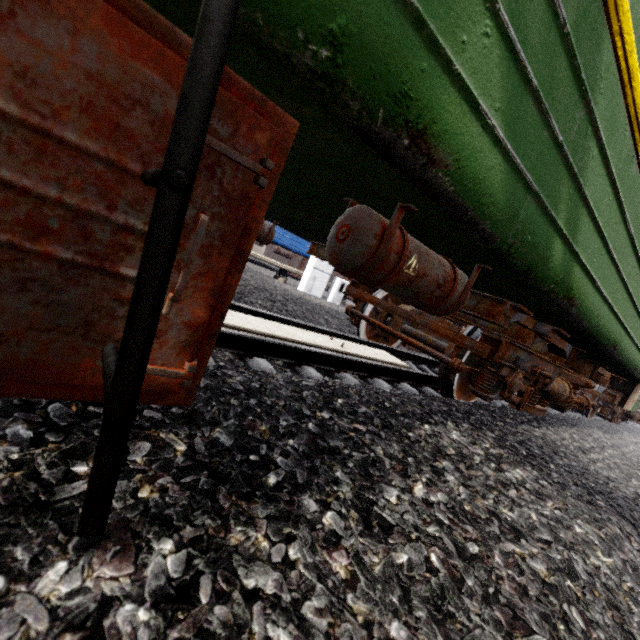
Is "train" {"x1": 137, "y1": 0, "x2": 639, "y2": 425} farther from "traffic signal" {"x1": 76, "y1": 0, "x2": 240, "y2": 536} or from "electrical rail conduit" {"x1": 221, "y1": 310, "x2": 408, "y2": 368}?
"electrical rail conduit" {"x1": 221, "y1": 310, "x2": 408, "y2": 368}

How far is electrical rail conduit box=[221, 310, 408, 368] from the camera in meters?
2.9 m

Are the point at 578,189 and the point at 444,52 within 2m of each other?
yes

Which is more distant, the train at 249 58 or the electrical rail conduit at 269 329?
the electrical rail conduit at 269 329

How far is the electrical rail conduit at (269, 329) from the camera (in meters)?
2.95

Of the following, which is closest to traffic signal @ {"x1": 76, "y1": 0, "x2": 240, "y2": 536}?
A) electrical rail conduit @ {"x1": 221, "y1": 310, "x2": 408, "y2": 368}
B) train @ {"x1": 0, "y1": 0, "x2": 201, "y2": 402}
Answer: train @ {"x1": 0, "y1": 0, "x2": 201, "y2": 402}
